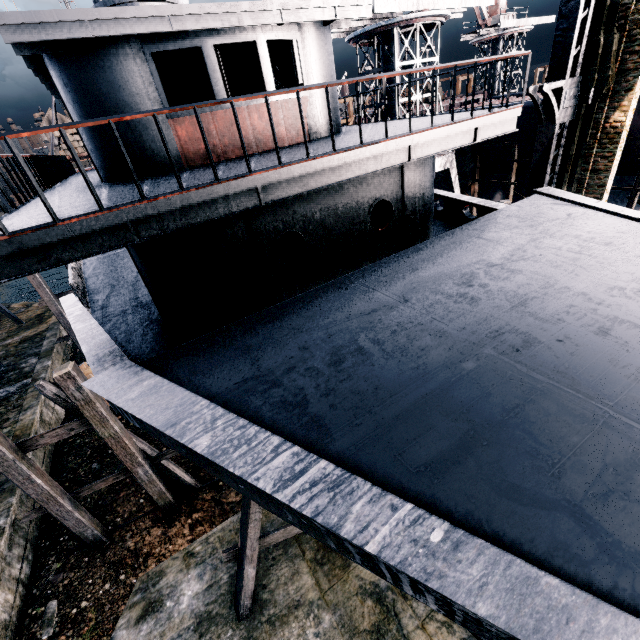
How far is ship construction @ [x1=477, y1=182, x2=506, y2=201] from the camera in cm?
2672

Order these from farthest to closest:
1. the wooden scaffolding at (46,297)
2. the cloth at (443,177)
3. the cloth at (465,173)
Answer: the cloth at (443,177) → the cloth at (465,173) → the wooden scaffolding at (46,297)

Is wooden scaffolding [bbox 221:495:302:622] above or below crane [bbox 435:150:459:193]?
below

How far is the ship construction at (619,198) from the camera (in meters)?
20.97

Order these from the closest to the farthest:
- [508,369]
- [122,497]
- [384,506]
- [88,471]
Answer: [384,506]
[508,369]
[122,497]
[88,471]

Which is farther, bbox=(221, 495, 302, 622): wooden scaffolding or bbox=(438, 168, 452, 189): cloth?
bbox=(438, 168, 452, 189): cloth

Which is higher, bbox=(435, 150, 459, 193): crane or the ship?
the ship

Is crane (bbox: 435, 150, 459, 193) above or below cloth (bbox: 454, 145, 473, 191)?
above
